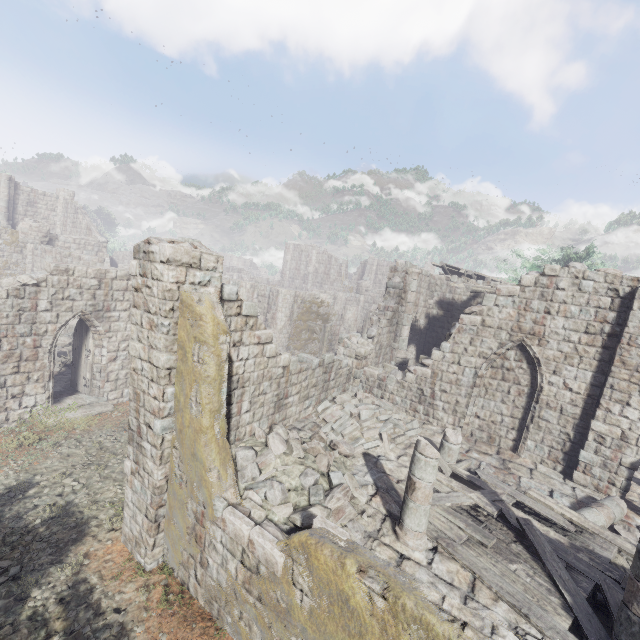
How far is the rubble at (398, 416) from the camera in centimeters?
716cm

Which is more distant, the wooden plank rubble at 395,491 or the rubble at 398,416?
the wooden plank rubble at 395,491

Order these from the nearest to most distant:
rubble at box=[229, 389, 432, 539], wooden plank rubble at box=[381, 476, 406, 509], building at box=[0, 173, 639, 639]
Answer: building at box=[0, 173, 639, 639] < rubble at box=[229, 389, 432, 539] < wooden plank rubble at box=[381, 476, 406, 509]

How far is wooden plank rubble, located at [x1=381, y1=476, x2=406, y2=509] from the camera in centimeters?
830cm

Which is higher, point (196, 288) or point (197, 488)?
point (196, 288)

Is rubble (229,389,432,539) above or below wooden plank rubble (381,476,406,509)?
above

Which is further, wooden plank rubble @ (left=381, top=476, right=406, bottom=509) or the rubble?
wooden plank rubble @ (left=381, top=476, right=406, bottom=509)

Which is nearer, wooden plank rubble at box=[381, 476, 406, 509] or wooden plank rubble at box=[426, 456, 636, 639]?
wooden plank rubble at box=[426, 456, 636, 639]
